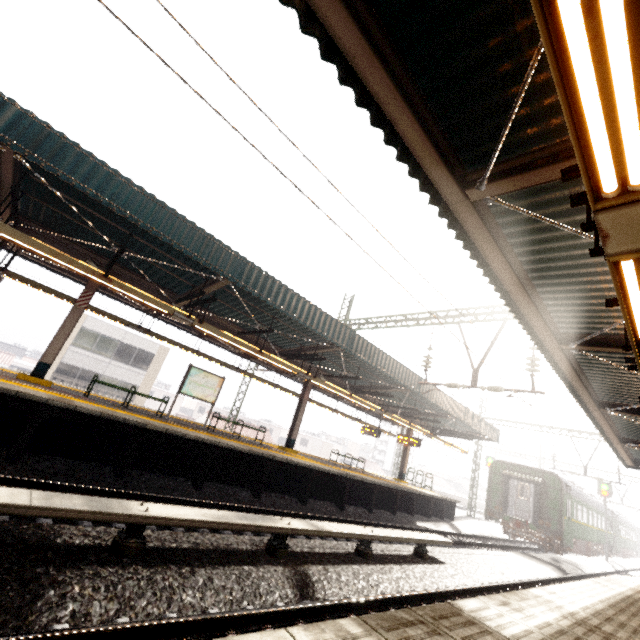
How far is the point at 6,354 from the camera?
51.41m

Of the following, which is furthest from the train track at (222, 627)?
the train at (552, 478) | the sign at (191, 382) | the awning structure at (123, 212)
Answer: the train at (552, 478)

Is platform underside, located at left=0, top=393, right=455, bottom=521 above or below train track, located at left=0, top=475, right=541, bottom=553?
above

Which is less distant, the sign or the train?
the sign

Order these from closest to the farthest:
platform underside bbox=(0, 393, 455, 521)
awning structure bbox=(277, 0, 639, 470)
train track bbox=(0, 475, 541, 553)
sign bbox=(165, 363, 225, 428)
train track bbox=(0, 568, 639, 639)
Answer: awning structure bbox=(277, 0, 639, 470) < train track bbox=(0, 568, 639, 639) < train track bbox=(0, 475, 541, 553) < platform underside bbox=(0, 393, 455, 521) < sign bbox=(165, 363, 225, 428)

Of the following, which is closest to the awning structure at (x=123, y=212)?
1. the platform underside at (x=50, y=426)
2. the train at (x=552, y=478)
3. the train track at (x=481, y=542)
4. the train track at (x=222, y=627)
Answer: the platform underside at (x=50, y=426)

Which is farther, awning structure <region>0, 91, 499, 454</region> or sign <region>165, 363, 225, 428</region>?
sign <region>165, 363, 225, 428</region>

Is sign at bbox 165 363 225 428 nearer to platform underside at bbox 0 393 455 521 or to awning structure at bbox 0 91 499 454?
awning structure at bbox 0 91 499 454
